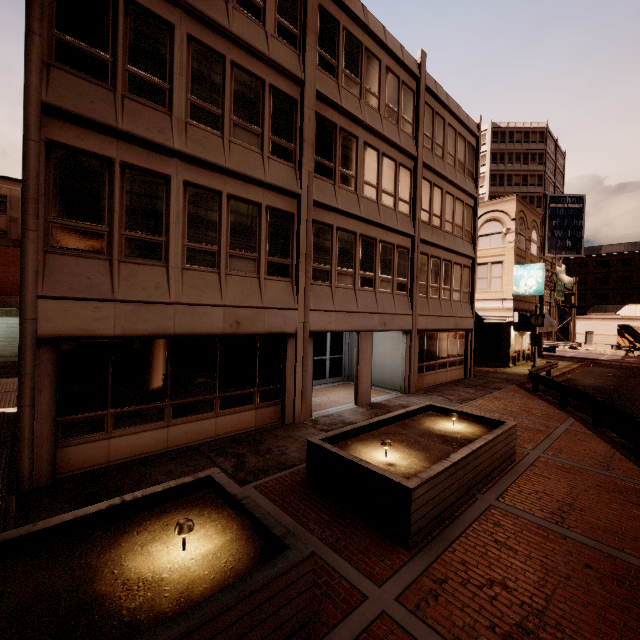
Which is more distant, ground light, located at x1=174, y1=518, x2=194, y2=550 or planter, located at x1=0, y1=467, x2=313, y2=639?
ground light, located at x1=174, y1=518, x2=194, y2=550

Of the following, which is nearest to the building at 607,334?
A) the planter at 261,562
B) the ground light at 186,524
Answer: the planter at 261,562

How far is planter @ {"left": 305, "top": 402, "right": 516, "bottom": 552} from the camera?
5.15m

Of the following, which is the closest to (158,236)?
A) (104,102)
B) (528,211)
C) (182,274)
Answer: (182,274)

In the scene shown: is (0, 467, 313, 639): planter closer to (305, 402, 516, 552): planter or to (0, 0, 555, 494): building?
(305, 402, 516, 552): planter

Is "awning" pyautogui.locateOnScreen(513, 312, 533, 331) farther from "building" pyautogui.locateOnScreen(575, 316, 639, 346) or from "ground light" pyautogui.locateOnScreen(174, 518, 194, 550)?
"building" pyautogui.locateOnScreen(575, 316, 639, 346)

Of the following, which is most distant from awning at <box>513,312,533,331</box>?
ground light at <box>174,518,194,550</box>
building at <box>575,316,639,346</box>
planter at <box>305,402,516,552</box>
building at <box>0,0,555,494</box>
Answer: building at <box>575,316,639,346</box>

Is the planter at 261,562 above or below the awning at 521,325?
below
